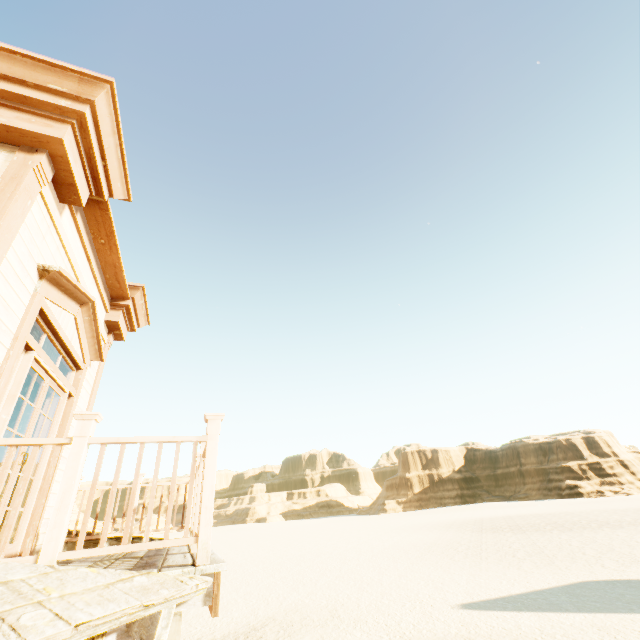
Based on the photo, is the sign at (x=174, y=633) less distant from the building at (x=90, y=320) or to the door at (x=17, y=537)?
the building at (x=90, y=320)

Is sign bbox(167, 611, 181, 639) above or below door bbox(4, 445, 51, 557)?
below

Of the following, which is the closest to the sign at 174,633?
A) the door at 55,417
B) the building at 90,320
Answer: the building at 90,320

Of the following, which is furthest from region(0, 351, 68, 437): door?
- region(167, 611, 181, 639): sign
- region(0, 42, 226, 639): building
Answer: region(167, 611, 181, 639): sign

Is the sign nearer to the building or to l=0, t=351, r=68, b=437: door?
the building

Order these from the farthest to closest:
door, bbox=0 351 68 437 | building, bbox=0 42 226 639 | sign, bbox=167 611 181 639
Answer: door, bbox=0 351 68 437
sign, bbox=167 611 181 639
building, bbox=0 42 226 639

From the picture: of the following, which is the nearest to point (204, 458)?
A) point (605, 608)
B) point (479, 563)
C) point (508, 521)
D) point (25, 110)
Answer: point (25, 110)
